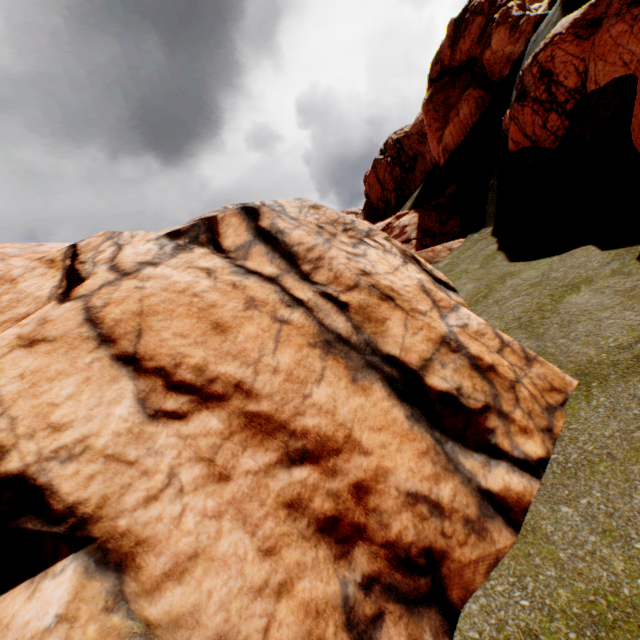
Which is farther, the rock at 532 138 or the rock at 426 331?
the rock at 532 138

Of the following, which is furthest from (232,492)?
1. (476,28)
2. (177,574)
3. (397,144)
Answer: (397,144)

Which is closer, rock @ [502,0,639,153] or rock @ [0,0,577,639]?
rock @ [0,0,577,639]
